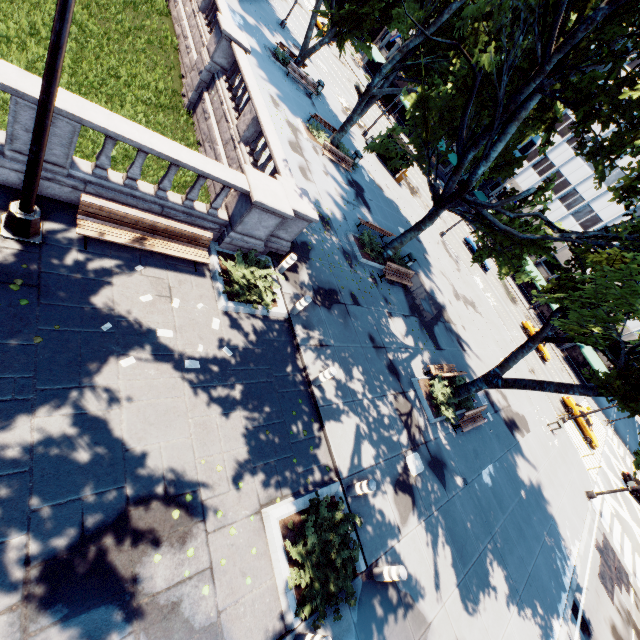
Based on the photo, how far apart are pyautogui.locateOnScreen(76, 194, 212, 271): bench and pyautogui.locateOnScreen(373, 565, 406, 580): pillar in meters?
8.9

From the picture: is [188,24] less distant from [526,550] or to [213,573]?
[213,573]

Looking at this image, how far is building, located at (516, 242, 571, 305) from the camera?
52.59m

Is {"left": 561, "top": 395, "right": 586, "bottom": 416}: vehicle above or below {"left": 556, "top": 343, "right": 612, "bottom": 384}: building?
below

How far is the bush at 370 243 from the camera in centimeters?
1709cm

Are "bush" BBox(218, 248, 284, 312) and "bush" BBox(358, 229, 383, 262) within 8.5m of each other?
yes

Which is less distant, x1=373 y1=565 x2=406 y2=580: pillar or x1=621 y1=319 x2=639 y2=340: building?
x1=373 y1=565 x2=406 y2=580: pillar

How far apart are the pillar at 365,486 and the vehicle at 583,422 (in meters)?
34.16
